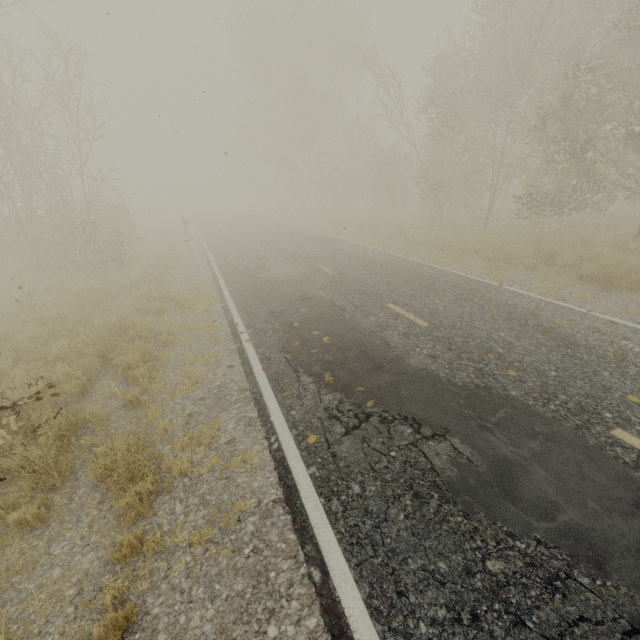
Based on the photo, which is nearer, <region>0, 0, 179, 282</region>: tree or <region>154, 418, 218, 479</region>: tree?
<region>154, 418, 218, 479</region>: tree

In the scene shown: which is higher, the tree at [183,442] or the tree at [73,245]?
the tree at [73,245]

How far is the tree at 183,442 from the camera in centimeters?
406cm

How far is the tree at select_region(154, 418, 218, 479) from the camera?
4.1m

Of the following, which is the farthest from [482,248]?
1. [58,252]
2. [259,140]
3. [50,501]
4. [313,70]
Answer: [259,140]

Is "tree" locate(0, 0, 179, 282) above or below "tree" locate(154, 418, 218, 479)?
above
